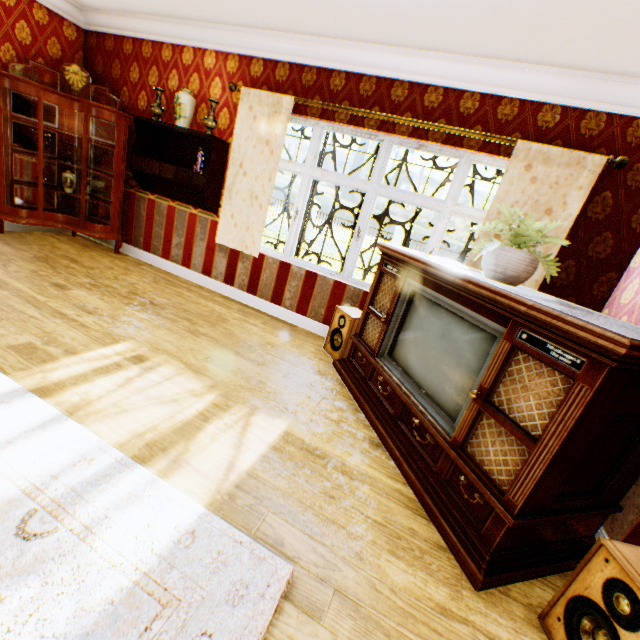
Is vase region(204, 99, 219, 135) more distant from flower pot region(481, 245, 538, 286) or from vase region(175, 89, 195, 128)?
flower pot region(481, 245, 538, 286)

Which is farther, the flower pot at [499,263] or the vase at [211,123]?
the vase at [211,123]

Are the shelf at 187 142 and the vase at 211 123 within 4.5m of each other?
yes

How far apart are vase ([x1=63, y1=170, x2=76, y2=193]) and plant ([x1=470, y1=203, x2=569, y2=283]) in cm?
561

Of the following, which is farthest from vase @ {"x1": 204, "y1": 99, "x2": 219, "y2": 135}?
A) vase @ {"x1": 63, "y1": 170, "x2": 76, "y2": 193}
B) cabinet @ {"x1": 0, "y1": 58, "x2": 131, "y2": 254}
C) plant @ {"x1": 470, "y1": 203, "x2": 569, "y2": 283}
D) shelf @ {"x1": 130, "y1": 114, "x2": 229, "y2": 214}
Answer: plant @ {"x1": 470, "y1": 203, "x2": 569, "y2": 283}

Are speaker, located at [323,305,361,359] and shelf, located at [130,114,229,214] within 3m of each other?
yes

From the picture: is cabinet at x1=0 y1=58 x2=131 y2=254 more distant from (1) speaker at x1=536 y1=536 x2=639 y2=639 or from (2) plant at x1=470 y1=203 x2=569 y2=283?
(1) speaker at x1=536 y1=536 x2=639 y2=639

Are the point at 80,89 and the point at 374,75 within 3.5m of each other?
no
